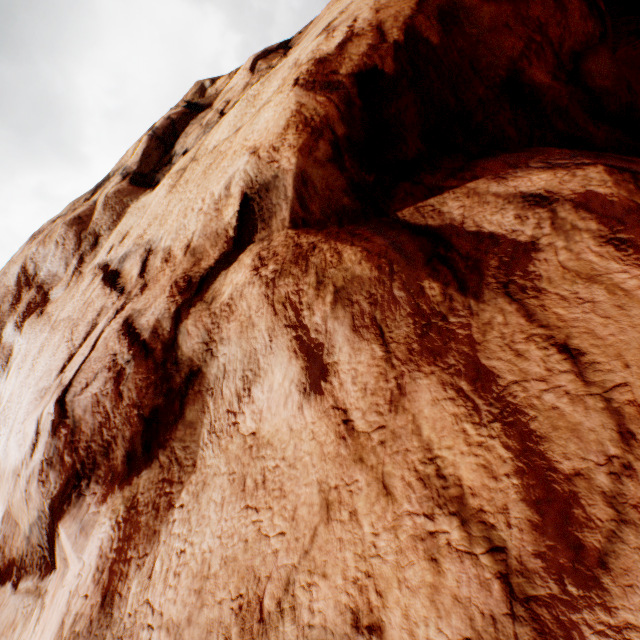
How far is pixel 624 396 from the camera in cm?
156
